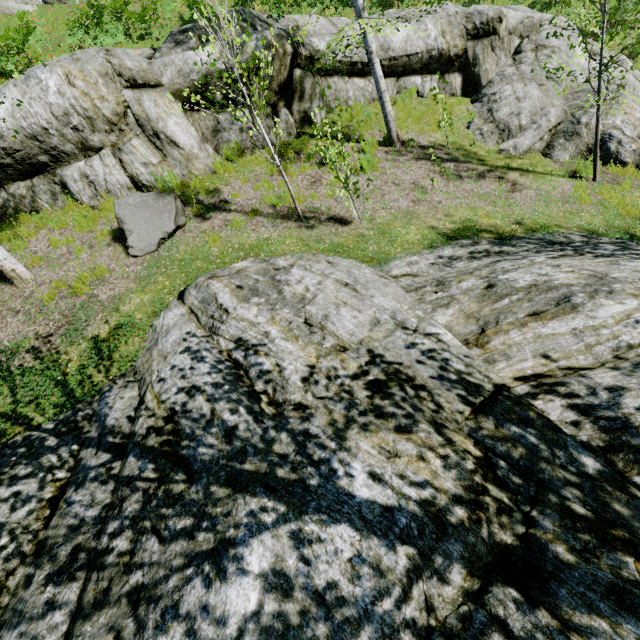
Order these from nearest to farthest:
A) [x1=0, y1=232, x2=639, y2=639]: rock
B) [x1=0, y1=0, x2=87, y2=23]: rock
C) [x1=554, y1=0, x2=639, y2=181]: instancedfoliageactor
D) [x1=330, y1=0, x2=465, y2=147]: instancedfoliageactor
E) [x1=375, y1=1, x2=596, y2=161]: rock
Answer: [x1=0, y1=232, x2=639, y2=639]: rock
[x1=554, y1=0, x2=639, y2=181]: instancedfoliageactor
[x1=330, y1=0, x2=465, y2=147]: instancedfoliageactor
[x1=375, y1=1, x2=596, y2=161]: rock
[x1=0, y1=0, x2=87, y2=23]: rock

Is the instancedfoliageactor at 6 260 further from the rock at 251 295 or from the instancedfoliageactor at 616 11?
the rock at 251 295

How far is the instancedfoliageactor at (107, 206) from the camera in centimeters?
747cm

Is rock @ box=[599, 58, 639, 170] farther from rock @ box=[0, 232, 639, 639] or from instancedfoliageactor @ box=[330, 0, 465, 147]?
rock @ box=[0, 232, 639, 639]

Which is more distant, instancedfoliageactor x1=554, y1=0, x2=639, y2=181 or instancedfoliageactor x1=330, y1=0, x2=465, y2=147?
instancedfoliageactor x1=330, y1=0, x2=465, y2=147

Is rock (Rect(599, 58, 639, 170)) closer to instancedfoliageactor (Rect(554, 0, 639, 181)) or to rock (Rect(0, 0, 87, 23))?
instancedfoliageactor (Rect(554, 0, 639, 181))

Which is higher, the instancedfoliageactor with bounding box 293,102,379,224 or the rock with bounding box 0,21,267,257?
the rock with bounding box 0,21,267,257

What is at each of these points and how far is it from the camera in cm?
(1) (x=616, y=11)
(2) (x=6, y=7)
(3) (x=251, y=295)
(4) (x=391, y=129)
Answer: (1) instancedfoliageactor, 531
(2) rock, 2038
(3) rock, 492
(4) instancedfoliageactor, 840
